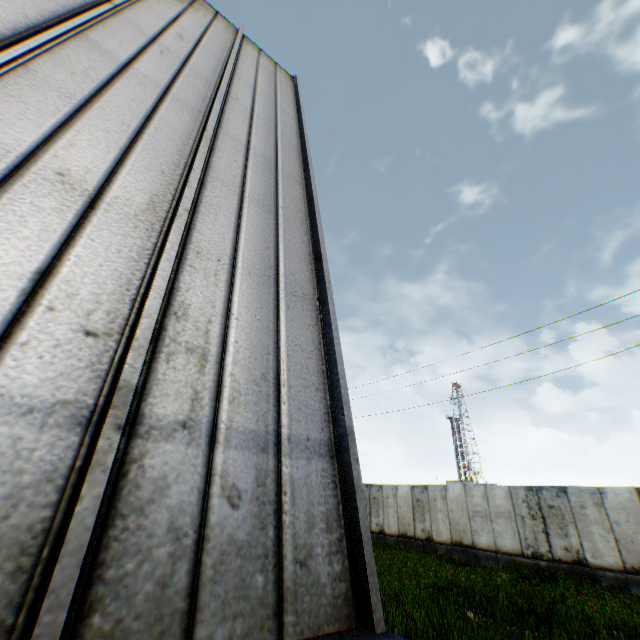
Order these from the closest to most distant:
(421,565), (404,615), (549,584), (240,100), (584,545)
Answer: (240,100) → (404,615) → (549,584) → (584,545) → (421,565)
